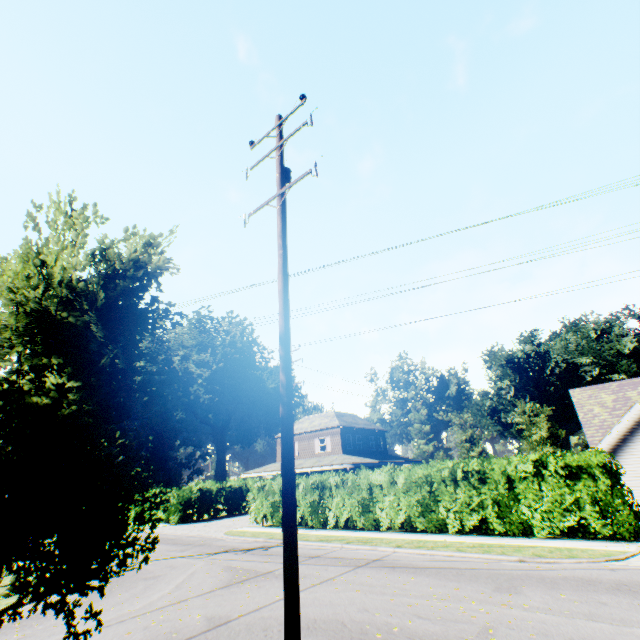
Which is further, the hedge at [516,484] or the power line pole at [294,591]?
the hedge at [516,484]

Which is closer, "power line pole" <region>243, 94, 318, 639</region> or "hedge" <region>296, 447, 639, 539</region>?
"power line pole" <region>243, 94, 318, 639</region>

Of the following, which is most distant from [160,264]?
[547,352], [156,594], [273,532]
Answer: [547,352]
